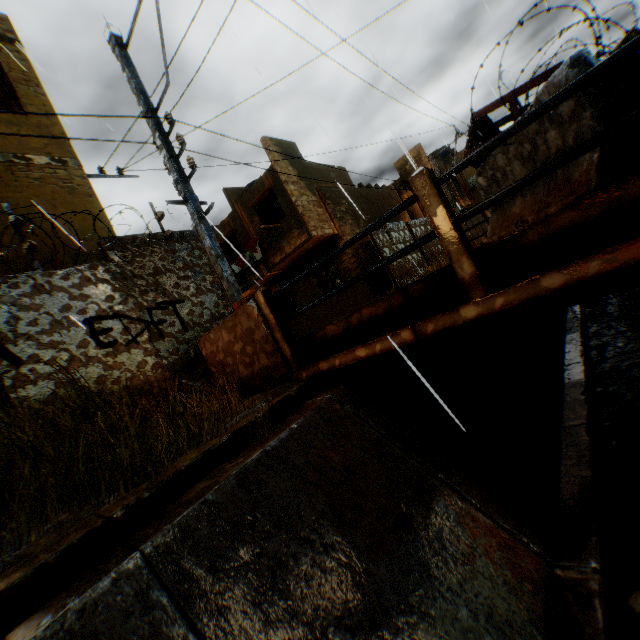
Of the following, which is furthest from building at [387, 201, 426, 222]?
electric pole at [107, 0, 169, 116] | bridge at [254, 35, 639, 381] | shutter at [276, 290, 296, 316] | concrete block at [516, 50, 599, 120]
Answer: electric pole at [107, 0, 169, 116]

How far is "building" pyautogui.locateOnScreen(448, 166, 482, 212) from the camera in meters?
24.7 m

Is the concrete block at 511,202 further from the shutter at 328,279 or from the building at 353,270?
the shutter at 328,279

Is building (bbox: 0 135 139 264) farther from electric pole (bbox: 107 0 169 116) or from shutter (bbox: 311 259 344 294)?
electric pole (bbox: 107 0 169 116)

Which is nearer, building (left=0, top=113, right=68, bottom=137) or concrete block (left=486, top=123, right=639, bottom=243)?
concrete block (left=486, top=123, right=639, bottom=243)

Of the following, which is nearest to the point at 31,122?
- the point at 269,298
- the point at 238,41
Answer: the point at 238,41

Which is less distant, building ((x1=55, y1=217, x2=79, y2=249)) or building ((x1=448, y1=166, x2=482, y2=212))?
building ((x1=55, y1=217, x2=79, y2=249))

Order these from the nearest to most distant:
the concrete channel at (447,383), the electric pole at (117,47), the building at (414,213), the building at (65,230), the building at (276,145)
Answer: the concrete channel at (447,383) → the electric pole at (117,47) → the building at (65,230) → the building at (276,145) → the building at (414,213)
